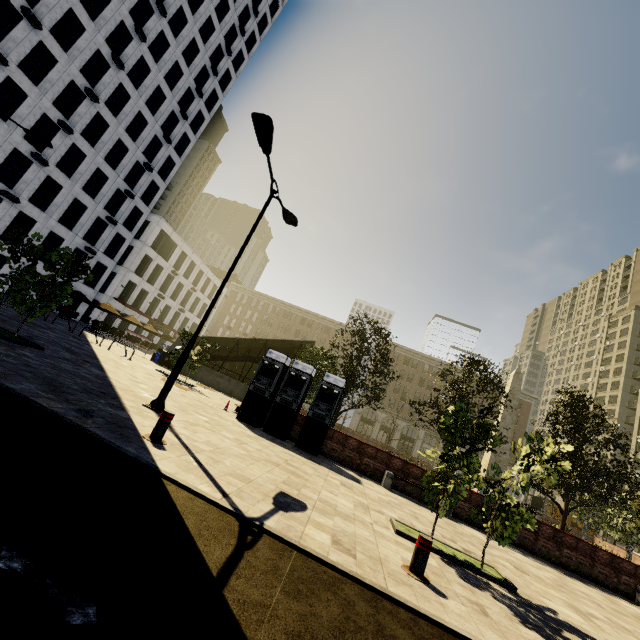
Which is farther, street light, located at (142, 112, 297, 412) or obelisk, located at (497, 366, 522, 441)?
obelisk, located at (497, 366, 522, 441)

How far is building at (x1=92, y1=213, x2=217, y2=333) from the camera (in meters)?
40.34

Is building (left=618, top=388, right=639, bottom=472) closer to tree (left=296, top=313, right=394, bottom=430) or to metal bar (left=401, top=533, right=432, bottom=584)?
tree (left=296, top=313, right=394, bottom=430)

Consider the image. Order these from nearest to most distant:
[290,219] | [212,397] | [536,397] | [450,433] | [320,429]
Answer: [450,433] → [290,219] → [320,429] → [212,397] → [536,397]

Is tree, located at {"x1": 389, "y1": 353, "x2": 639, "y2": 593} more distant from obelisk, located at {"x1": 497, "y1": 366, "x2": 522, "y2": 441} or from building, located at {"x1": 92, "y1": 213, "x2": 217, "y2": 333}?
building, located at {"x1": 92, "y1": 213, "x2": 217, "y2": 333}

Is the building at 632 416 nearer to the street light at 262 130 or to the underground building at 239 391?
the street light at 262 130

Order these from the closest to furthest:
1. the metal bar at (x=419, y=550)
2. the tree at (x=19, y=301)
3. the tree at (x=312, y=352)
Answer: the metal bar at (x=419, y=550) < the tree at (x=19, y=301) < the tree at (x=312, y=352)

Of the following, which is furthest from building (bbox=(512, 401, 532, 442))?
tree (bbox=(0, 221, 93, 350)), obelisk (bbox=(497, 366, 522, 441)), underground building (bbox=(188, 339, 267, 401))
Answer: obelisk (bbox=(497, 366, 522, 441))
